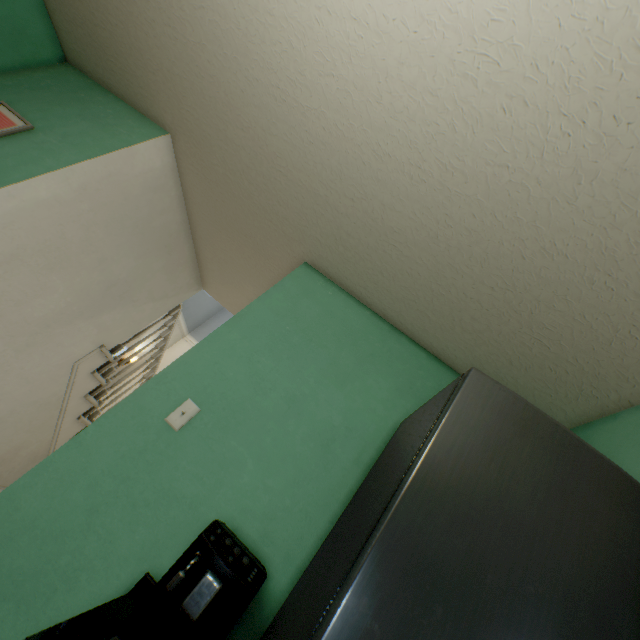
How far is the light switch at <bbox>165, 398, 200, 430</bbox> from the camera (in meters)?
1.39

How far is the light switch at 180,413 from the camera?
1.4 meters

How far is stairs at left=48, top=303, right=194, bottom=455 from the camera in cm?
290

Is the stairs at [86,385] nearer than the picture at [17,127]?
No

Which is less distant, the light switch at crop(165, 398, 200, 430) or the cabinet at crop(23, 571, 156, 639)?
the cabinet at crop(23, 571, 156, 639)

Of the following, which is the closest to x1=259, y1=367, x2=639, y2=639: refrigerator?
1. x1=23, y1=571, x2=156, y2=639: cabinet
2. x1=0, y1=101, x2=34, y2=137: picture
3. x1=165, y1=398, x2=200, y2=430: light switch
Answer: x1=23, y1=571, x2=156, y2=639: cabinet

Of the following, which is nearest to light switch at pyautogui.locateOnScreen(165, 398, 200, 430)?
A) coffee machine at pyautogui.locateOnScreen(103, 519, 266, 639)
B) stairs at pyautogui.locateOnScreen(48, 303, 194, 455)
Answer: coffee machine at pyautogui.locateOnScreen(103, 519, 266, 639)

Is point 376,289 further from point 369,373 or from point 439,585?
point 439,585
